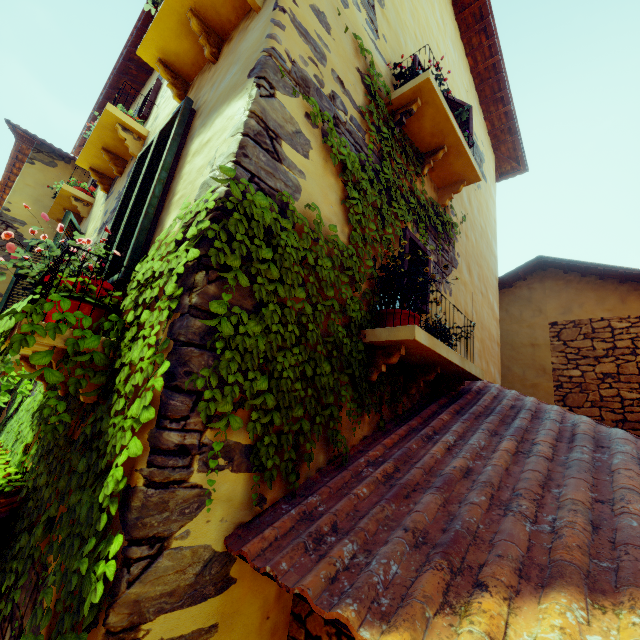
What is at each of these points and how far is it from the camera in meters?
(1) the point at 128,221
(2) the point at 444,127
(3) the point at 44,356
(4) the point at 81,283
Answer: (1) window, 2.7 m
(2) window sill, 3.3 m
(3) vines, 1.6 m
(4) flower pot, 2.0 m

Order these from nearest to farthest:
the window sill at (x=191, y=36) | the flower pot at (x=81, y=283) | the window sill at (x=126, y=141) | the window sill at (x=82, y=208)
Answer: the flower pot at (x=81, y=283)
the window sill at (x=191, y=36)
the window sill at (x=126, y=141)
the window sill at (x=82, y=208)

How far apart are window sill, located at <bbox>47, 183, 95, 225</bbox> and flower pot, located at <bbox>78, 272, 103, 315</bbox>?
4.56m

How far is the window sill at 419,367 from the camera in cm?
226

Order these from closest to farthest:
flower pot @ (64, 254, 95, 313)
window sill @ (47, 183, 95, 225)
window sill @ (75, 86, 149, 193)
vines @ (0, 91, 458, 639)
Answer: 1. vines @ (0, 91, 458, 639)
2. flower pot @ (64, 254, 95, 313)
3. window sill @ (75, 86, 149, 193)
4. window sill @ (47, 183, 95, 225)

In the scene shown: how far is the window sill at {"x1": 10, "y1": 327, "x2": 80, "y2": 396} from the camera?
1.7m

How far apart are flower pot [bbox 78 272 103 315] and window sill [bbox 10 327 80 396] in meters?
0.0

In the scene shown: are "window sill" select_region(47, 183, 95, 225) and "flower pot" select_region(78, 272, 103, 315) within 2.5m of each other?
no
